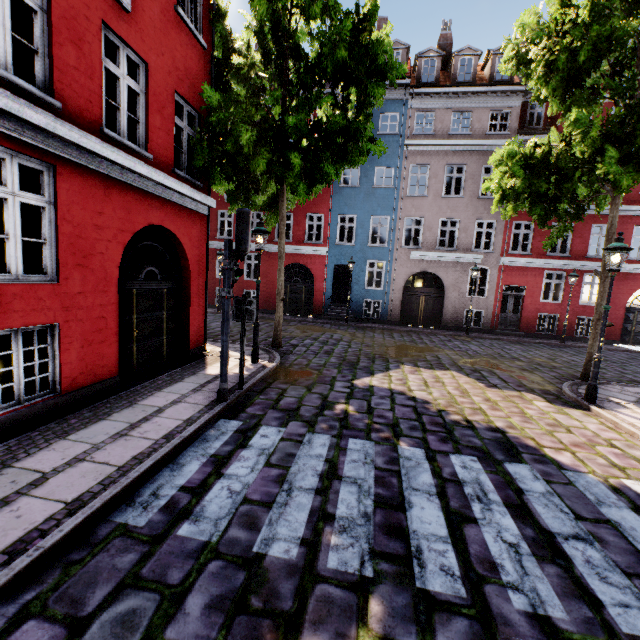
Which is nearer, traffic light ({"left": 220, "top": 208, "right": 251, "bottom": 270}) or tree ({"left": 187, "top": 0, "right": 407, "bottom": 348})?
traffic light ({"left": 220, "top": 208, "right": 251, "bottom": 270})

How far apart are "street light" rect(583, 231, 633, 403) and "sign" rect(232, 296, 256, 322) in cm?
772

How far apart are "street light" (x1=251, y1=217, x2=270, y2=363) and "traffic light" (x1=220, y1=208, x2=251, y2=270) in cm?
251

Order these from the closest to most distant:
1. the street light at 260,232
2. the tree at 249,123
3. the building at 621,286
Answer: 1. the tree at 249,123
2. the street light at 260,232
3. the building at 621,286

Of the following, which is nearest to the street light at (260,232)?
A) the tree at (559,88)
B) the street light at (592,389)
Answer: the tree at (559,88)

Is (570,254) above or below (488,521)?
above

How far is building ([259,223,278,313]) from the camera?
20.6m
